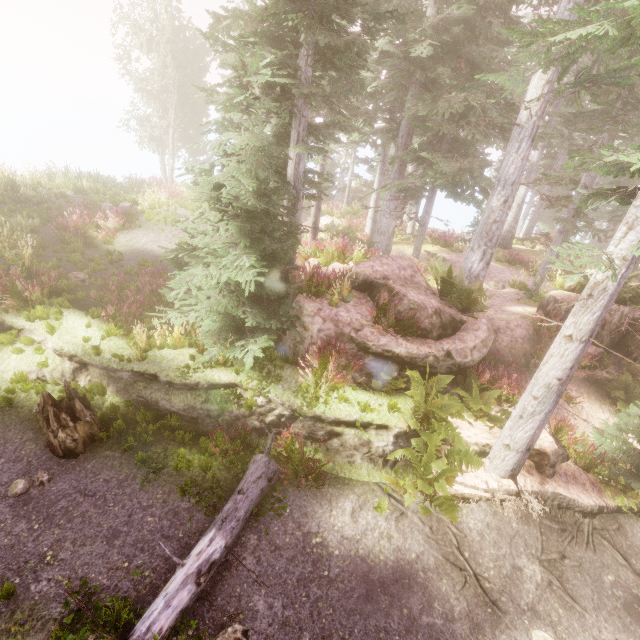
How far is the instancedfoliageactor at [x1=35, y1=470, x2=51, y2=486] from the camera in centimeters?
645cm

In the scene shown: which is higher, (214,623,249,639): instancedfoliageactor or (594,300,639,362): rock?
(594,300,639,362): rock

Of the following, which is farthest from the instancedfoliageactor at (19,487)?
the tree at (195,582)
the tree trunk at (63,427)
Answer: the tree trunk at (63,427)

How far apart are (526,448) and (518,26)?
16.23m

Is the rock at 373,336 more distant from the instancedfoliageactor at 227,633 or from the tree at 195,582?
the tree at 195,582

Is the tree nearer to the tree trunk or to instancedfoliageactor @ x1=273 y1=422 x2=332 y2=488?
instancedfoliageactor @ x1=273 y1=422 x2=332 y2=488

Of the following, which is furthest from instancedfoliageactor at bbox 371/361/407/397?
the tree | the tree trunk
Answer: the tree trunk

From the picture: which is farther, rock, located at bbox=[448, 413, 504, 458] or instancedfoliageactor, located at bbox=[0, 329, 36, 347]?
instancedfoliageactor, located at bbox=[0, 329, 36, 347]
